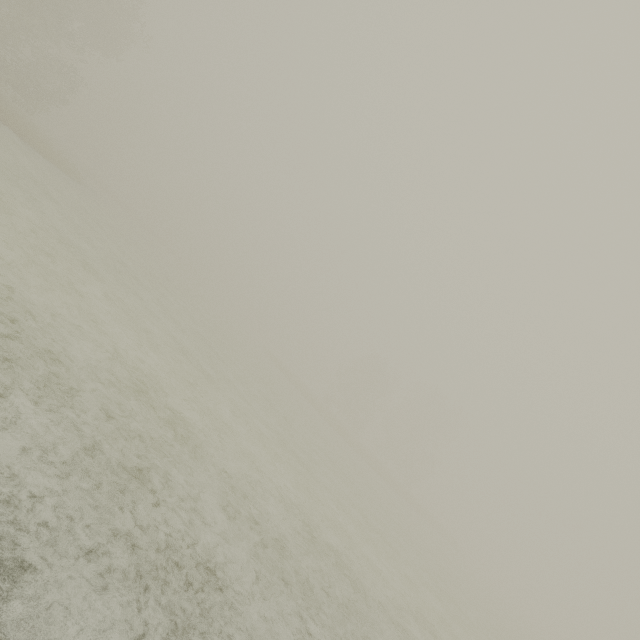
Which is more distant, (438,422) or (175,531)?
(438,422)
